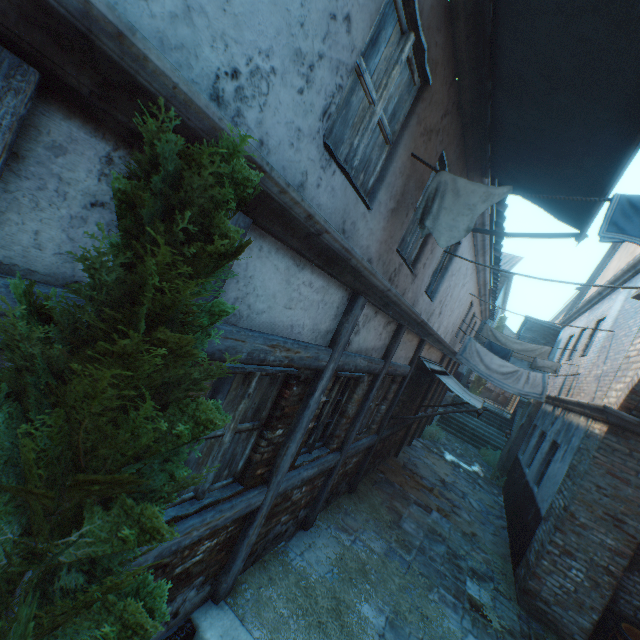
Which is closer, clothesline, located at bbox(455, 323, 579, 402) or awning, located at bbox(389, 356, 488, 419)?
awning, located at bbox(389, 356, 488, 419)

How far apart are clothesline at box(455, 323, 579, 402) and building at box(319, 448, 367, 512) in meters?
6.4

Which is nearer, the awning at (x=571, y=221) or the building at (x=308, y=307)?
the building at (x=308, y=307)

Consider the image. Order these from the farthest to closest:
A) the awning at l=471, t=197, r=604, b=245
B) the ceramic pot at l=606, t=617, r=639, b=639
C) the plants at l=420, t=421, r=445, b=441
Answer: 1. the plants at l=420, t=421, r=445, b=441
2. the ceramic pot at l=606, t=617, r=639, b=639
3. the awning at l=471, t=197, r=604, b=245

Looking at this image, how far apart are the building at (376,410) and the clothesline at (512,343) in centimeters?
580cm

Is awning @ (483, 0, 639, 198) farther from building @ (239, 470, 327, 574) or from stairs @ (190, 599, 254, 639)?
stairs @ (190, 599, 254, 639)

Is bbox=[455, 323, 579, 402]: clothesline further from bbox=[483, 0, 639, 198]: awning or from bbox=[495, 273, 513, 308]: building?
bbox=[483, 0, 639, 198]: awning

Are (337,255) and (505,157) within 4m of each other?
yes
